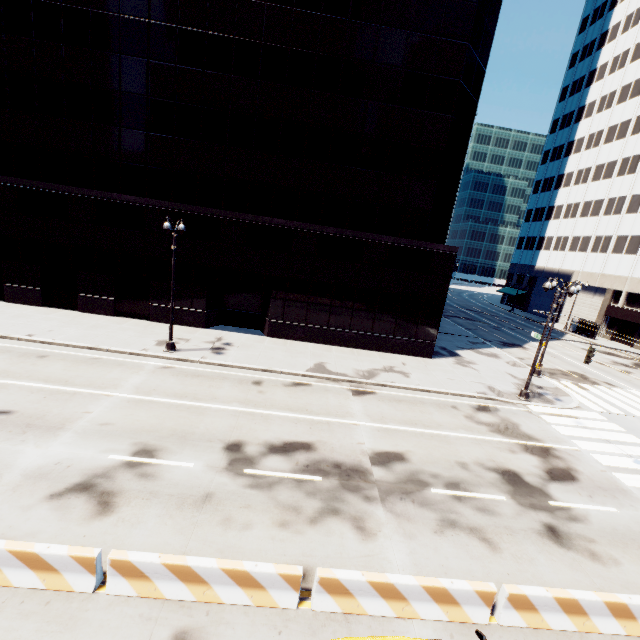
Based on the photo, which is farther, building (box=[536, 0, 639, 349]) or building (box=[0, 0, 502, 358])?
building (box=[536, 0, 639, 349])

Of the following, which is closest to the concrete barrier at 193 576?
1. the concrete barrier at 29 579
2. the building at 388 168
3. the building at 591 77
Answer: the concrete barrier at 29 579

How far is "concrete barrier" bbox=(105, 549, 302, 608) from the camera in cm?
657

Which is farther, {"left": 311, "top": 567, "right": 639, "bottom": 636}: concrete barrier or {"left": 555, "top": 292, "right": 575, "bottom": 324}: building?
{"left": 555, "top": 292, "right": 575, "bottom": 324}: building

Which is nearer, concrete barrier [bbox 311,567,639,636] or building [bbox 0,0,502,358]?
concrete barrier [bbox 311,567,639,636]

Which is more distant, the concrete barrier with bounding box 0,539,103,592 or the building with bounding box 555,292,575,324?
the building with bounding box 555,292,575,324

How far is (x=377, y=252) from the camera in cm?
2261

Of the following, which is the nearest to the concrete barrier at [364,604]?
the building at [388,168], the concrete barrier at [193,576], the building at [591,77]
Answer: the concrete barrier at [193,576]
